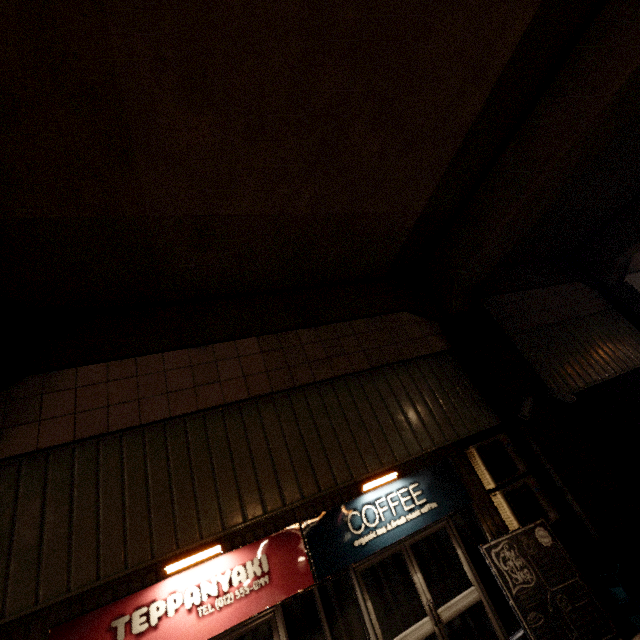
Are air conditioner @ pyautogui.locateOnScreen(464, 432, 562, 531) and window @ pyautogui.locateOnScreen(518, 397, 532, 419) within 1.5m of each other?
yes

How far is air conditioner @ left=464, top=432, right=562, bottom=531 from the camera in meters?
5.4

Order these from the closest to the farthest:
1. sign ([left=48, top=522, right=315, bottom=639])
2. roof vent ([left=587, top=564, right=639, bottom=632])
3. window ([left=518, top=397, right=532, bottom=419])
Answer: sign ([left=48, top=522, right=315, bottom=639]), roof vent ([left=587, top=564, right=639, bottom=632]), window ([left=518, top=397, right=532, bottom=419])

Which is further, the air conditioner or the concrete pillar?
the air conditioner

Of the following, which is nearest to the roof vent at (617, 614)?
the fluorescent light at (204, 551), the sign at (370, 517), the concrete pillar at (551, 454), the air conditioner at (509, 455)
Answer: the concrete pillar at (551, 454)

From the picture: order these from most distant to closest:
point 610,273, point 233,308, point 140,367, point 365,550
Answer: point 610,273, point 233,308, point 140,367, point 365,550

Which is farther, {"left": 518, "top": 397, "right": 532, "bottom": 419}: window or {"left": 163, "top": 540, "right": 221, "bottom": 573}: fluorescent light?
{"left": 518, "top": 397, "right": 532, "bottom": 419}: window

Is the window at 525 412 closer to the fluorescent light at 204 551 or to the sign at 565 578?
the sign at 565 578
